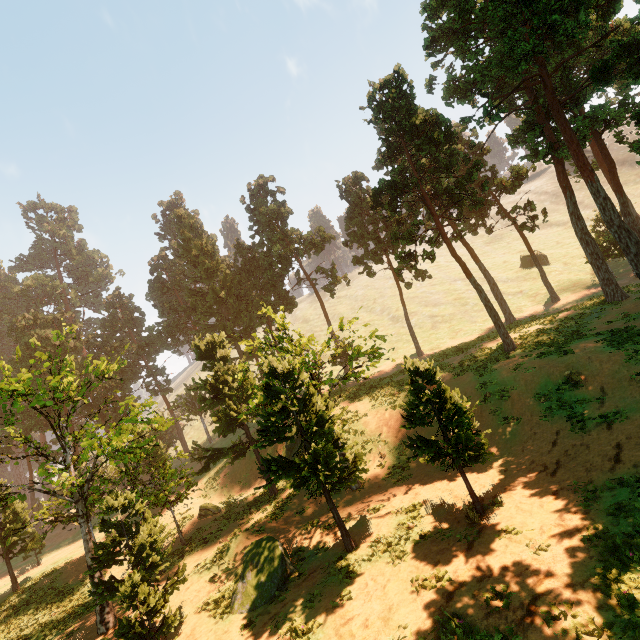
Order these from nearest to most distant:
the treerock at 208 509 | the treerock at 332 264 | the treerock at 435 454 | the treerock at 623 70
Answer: the treerock at 435 454 < the treerock at 623 70 < the treerock at 208 509 < the treerock at 332 264

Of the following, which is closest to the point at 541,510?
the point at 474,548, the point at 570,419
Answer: the point at 474,548

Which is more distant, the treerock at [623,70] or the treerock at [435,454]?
the treerock at [623,70]

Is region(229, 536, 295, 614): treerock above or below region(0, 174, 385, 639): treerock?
below

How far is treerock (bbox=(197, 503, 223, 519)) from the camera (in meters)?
25.50

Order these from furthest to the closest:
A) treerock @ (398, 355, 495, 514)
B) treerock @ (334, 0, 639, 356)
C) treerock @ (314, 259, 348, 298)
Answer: treerock @ (314, 259, 348, 298), treerock @ (334, 0, 639, 356), treerock @ (398, 355, 495, 514)
